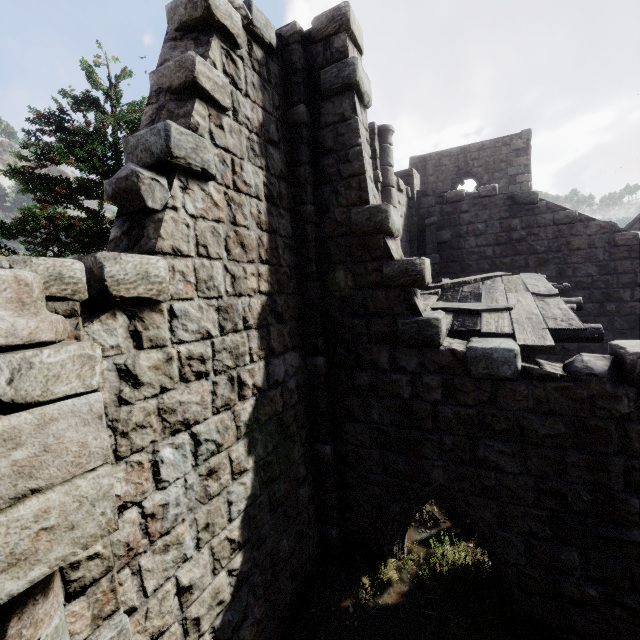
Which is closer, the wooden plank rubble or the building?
the building

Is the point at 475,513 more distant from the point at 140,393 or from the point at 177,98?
the point at 177,98

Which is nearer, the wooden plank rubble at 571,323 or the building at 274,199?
the building at 274,199

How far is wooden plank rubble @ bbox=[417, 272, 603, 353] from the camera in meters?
5.0 m

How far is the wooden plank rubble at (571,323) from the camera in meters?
5.0 m
